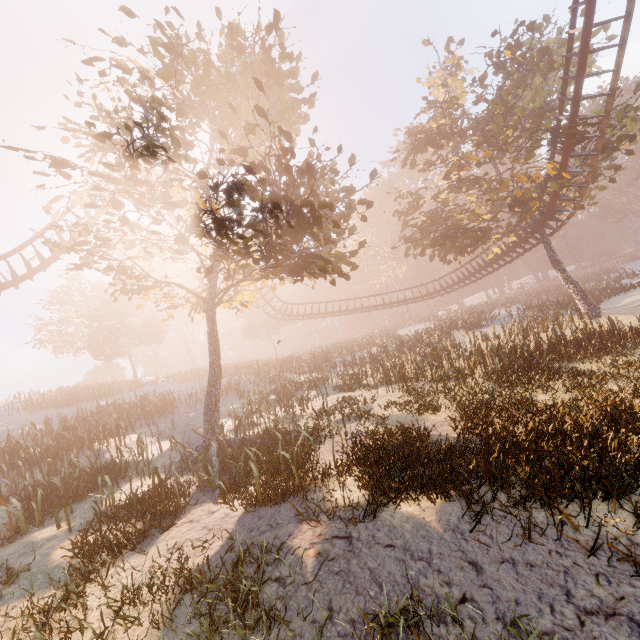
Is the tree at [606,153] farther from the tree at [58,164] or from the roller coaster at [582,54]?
the tree at [58,164]

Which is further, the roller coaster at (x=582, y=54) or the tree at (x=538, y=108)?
the tree at (x=538, y=108)

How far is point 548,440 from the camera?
6.8 meters

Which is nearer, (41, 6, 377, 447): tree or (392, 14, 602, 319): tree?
(41, 6, 377, 447): tree

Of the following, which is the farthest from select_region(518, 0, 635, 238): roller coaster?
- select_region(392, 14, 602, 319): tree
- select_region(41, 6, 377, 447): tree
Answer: select_region(41, 6, 377, 447): tree

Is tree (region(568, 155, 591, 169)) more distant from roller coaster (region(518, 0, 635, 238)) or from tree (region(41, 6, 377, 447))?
tree (region(41, 6, 377, 447))

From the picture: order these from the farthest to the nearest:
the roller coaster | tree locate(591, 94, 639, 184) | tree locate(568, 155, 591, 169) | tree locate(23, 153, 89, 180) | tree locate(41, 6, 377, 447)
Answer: tree locate(568, 155, 591, 169) → tree locate(591, 94, 639, 184) → the roller coaster → tree locate(41, 6, 377, 447) → tree locate(23, 153, 89, 180)
